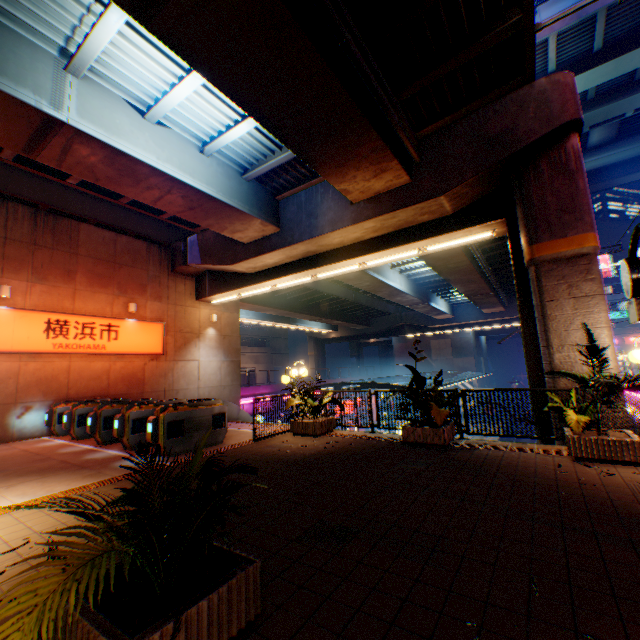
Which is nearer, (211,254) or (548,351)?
(548,351)

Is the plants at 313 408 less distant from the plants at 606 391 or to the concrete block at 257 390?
the plants at 606 391

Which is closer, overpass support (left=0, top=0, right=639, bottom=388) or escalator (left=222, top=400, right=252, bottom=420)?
overpass support (left=0, top=0, right=639, bottom=388)

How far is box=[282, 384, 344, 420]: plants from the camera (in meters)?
9.74

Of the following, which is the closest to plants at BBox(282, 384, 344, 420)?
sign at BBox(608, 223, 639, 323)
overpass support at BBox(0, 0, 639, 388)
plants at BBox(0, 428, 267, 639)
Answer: overpass support at BBox(0, 0, 639, 388)

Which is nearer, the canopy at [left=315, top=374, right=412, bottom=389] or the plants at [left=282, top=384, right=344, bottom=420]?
the plants at [left=282, top=384, right=344, bottom=420]

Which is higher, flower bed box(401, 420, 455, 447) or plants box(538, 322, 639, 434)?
plants box(538, 322, 639, 434)

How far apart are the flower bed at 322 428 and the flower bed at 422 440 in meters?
2.5
